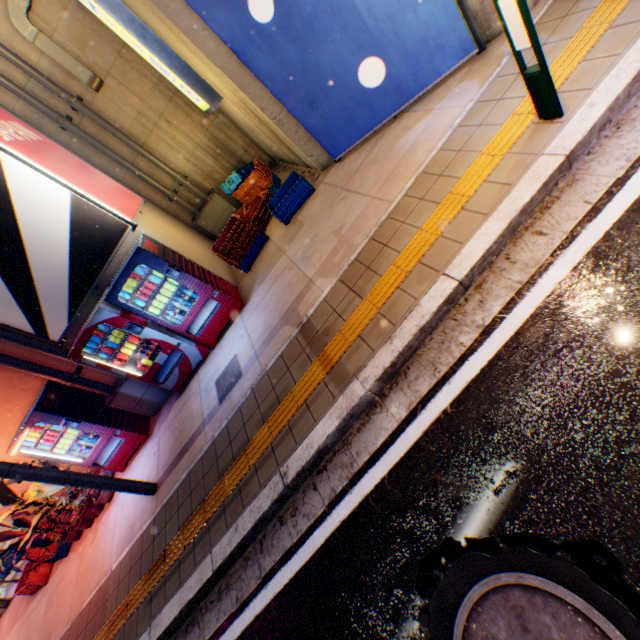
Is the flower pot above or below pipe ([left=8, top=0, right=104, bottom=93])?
below

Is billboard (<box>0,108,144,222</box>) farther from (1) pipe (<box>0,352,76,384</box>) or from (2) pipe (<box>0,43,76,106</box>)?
(1) pipe (<box>0,352,76,384</box>)

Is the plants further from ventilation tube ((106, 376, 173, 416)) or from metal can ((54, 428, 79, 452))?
ventilation tube ((106, 376, 173, 416))

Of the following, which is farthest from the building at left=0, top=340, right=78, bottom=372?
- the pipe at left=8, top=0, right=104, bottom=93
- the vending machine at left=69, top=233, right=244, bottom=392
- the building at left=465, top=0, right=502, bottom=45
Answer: the building at left=465, top=0, right=502, bottom=45

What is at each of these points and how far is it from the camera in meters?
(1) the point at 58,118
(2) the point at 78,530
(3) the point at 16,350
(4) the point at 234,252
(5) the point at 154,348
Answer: (1) pipe, 7.0
(2) flower pot, 7.2
(3) building, 5.9
(4) plastic crate, 6.7
(5) bottle, 6.1

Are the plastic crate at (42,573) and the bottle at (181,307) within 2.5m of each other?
no

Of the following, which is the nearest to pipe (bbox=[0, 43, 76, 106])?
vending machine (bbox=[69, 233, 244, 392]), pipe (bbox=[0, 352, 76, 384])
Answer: vending machine (bbox=[69, 233, 244, 392])

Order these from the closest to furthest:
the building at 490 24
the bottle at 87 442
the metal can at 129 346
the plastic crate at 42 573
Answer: the building at 490 24 → the metal can at 129 346 → the bottle at 87 442 → the plastic crate at 42 573
